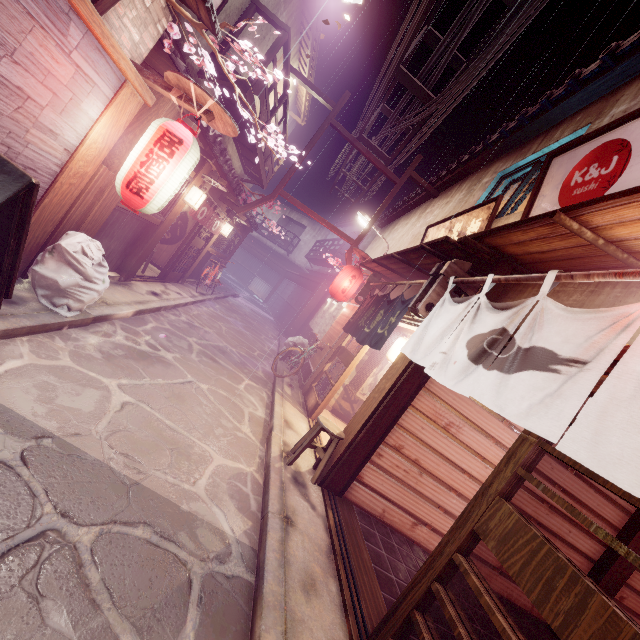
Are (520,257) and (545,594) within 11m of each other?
yes

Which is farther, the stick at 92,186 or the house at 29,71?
the stick at 92,186

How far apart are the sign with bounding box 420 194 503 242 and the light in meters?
9.2 m

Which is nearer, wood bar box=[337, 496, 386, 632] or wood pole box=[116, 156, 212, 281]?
wood bar box=[337, 496, 386, 632]

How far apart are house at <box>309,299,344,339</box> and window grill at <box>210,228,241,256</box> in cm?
895

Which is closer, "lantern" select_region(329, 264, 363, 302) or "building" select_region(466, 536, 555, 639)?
"building" select_region(466, 536, 555, 639)

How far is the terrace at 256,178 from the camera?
12.14m

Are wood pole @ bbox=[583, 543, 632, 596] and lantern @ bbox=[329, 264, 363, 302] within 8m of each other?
no
